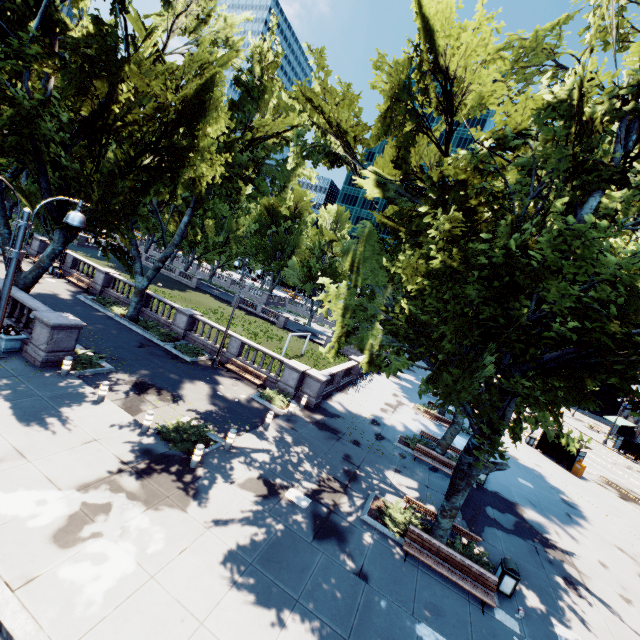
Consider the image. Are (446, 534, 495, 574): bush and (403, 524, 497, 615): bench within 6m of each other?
yes

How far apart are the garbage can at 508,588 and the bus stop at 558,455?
22.75m

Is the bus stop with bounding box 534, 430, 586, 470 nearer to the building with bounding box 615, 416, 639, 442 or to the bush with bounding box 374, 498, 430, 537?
the bush with bounding box 374, 498, 430, 537

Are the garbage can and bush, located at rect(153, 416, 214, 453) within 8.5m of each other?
no

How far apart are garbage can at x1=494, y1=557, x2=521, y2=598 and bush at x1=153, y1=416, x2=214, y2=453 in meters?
11.2

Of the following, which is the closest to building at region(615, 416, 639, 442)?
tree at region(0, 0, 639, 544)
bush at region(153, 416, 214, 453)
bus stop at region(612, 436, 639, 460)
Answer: tree at region(0, 0, 639, 544)

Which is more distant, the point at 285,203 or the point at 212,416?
the point at 285,203

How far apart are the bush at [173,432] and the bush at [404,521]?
6.99m
